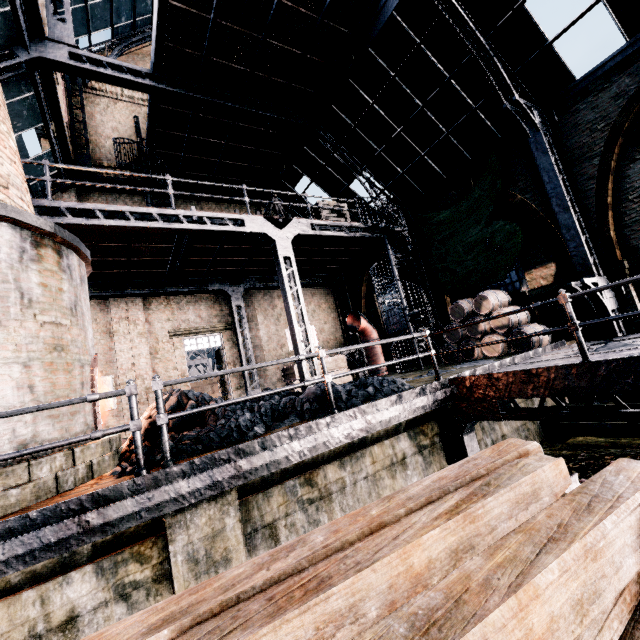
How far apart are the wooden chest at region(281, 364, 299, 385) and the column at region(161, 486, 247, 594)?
10.56m

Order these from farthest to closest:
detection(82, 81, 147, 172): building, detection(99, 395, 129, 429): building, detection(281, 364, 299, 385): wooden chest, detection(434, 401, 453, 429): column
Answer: detection(281, 364, 299, 385): wooden chest, detection(82, 81, 147, 172): building, detection(99, 395, 129, 429): building, detection(434, 401, 453, 429): column

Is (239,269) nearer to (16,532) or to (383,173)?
(383,173)

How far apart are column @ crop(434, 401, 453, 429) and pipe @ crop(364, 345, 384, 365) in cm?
782

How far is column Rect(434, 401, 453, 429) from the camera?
7.76m

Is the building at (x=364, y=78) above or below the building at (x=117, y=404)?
above

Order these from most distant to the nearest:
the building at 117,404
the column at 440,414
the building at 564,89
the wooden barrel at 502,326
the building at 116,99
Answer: the building at 116,99 < the building at 117,404 < the wooden barrel at 502,326 < the building at 564,89 < the column at 440,414
